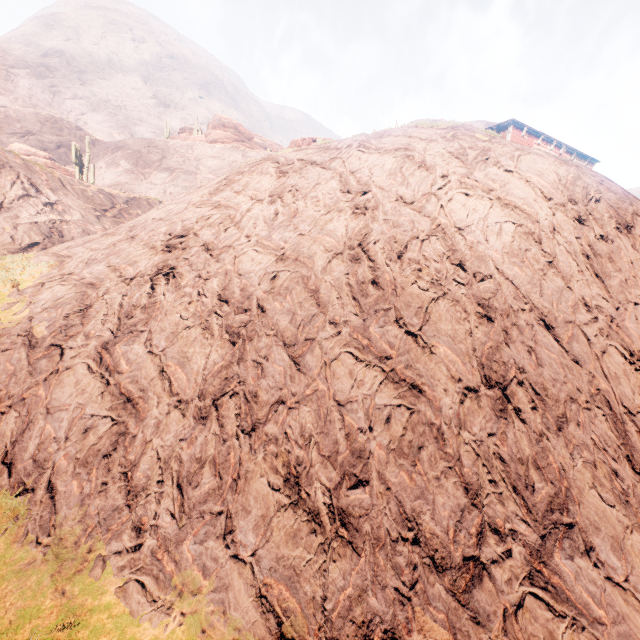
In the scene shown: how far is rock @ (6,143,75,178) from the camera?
33.3m

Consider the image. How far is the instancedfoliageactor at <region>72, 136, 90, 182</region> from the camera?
31.2m

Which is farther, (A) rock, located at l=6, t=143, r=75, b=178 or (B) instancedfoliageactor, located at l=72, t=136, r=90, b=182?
(A) rock, located at l=6, t=143, r=75, b=178

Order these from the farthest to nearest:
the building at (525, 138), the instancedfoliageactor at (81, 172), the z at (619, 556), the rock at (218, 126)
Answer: the rock at (218, 126)
the instancedfoliageactor at (81, 172)
the building at (525, 138)
the z at (619, 556)

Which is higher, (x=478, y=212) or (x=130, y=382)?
(x=478, y=212)

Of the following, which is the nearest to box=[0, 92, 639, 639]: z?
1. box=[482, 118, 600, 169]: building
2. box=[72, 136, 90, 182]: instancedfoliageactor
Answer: box=[482, 118, 600, 169]: building

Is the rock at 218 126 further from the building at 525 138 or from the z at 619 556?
the building at 525 138
